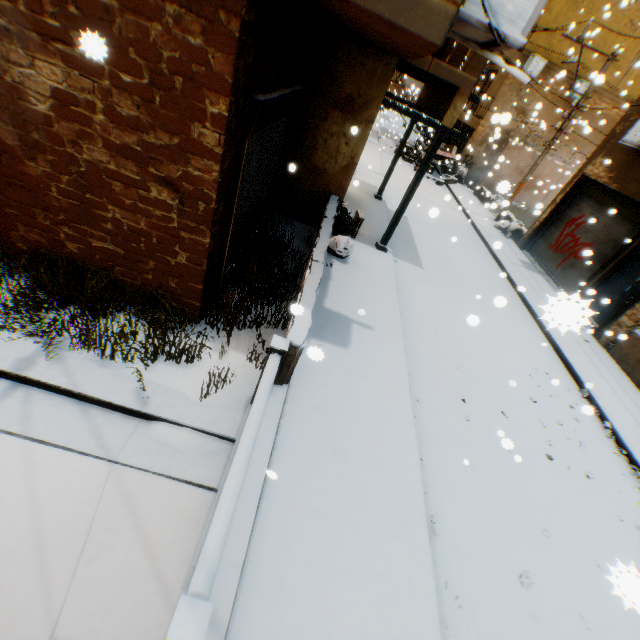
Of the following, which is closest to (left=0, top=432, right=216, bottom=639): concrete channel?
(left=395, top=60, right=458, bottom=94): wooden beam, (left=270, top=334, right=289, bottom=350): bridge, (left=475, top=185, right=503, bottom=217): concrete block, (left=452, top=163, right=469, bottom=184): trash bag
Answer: (left=270, top=334, right=289, bottom=350): bridge

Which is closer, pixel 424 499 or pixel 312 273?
pixel 424 499

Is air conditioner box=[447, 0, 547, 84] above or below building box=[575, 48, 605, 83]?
below

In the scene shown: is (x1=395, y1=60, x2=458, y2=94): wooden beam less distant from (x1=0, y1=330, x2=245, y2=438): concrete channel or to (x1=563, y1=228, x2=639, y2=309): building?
(x1=563, y1=228, x2=639, y2=309): building

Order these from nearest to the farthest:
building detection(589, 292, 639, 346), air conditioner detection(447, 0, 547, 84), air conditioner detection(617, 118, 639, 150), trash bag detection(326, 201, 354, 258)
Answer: air conditioner detection(447, 0, 547, 84) → trash bag detection(326, 201, 354, 258) → building detection(589, 292, 639, 346) → air conditioner detection(617, 118, 639, 150)

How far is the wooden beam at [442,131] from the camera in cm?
701

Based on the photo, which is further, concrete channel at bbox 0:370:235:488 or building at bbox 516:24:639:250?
building at bbox 516:24:639:250

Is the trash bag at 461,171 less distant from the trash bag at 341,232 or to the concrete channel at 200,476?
the concrete channel at 200,476
